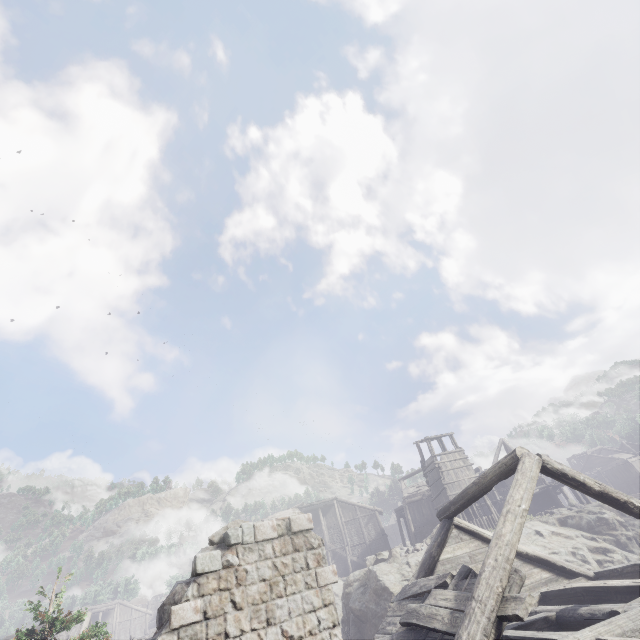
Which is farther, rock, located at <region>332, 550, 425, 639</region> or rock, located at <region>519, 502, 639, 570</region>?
rock, located at <region>519, 502, 639, 570</region>

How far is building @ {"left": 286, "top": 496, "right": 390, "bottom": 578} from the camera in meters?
40.6 m

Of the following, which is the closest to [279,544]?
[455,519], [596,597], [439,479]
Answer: [455,519]

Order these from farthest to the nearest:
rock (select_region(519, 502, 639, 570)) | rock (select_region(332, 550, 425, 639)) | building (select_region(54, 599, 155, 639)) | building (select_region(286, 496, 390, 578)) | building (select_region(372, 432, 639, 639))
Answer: building (select_region(286, 496, 390, 578)) < building (select_region(54, 599, 155, 639)) < rock (select_region(519, 502, 639, 570)) < rock (select_region(332, 550, 425, 639)) < building (select_region(372, 432, 639, 639))

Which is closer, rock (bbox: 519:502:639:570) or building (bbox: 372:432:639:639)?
building (bbox: 372:432:639:639)

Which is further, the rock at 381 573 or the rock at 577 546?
the rock at 577 546

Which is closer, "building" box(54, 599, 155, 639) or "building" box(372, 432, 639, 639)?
"building" box(372, 432, 639, 639)

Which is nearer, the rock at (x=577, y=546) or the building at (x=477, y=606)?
the building at (x=477, y=606)
